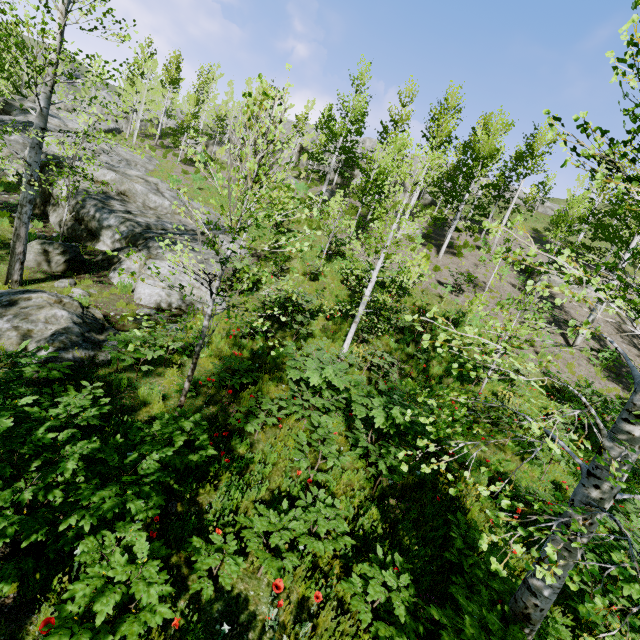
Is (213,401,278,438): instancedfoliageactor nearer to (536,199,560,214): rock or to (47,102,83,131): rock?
(47,102,83,131): rock

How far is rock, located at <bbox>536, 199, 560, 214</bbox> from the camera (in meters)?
56.81

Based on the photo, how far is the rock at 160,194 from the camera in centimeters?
1038cm

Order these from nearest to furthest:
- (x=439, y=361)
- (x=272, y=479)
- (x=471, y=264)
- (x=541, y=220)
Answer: (x=272, y=479)
(x=439, y=361)
(x=471, y=264)
(x=541, y=220)

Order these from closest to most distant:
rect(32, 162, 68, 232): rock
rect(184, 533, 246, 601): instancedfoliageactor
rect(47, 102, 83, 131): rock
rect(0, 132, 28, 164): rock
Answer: rect(184, 533, 246, 601): instancedfoliageactor, rect(32, 162, 68, 232): rock, rect(0, 132, 28, 164): rock, rect(47, 102, 83, 131): rock

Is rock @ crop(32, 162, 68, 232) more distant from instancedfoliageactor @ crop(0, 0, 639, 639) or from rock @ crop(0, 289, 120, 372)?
instancedfoliageactor @ crop(0, 0, 639, 639)

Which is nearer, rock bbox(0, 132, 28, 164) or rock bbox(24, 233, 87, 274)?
rock bbox(24, 233, 87, 274)

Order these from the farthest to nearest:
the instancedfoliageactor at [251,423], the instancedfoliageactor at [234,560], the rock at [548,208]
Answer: the rock at [548,208], the instancedfoliageactor at [251,423], the instancedfoliageactor at [234,560]
